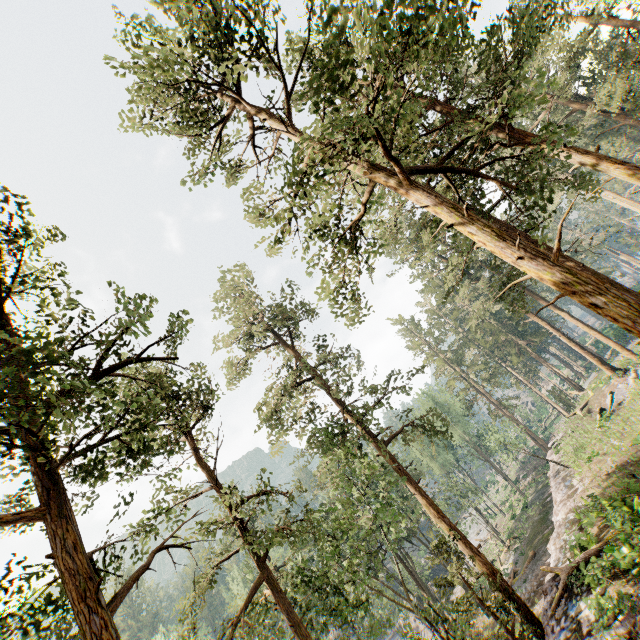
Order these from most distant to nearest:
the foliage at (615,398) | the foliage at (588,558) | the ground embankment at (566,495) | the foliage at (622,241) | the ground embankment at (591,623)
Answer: the foliage at (622,241), the foliage at (615,398), the ground embankment at (566,495), the foliage at (588,558), the ground embankment at (591,623)

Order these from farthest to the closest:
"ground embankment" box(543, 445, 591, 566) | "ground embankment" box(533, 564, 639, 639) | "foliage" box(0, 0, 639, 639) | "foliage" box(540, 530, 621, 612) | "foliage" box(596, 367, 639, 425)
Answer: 1. "foliage" box(596, 367, 639, 425)
2. "ground embankment" box(543, 445, 591, 566)
3. "foliage" box(540, 530, 621, 612)
4. "ground embankment" box(533, 564, 639, 639)
5. "foliage" box(0, 0, 639, 639)

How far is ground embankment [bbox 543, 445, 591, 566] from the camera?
15.91m

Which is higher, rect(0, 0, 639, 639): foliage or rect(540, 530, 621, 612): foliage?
rect(0, 0, 639, 639): foliage

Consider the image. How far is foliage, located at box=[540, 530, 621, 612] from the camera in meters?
13.4

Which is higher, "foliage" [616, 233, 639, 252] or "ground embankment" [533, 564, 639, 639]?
"foliage" [616, 233, 639, 252]

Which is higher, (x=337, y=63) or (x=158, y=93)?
(x=158, y=93)

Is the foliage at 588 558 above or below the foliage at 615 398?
below
